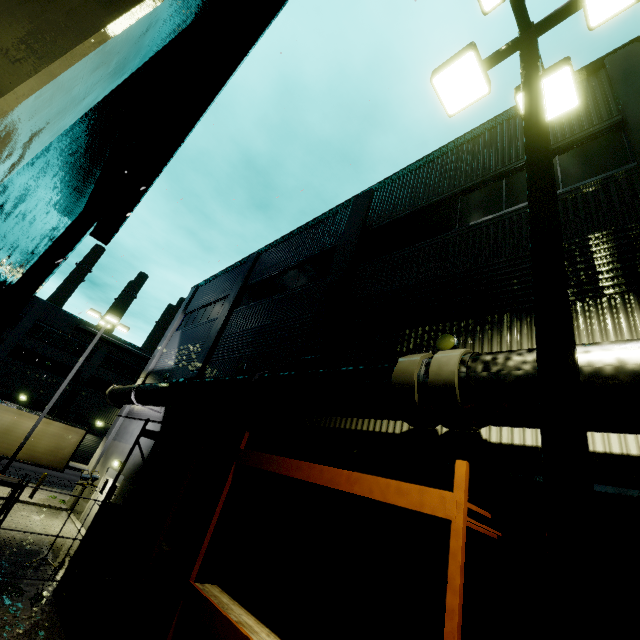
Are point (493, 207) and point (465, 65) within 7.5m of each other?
yes

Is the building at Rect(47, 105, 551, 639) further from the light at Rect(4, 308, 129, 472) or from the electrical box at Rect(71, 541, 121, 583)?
the light at Rect(4, 308, 129, 472)

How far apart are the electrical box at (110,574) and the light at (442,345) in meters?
11.6

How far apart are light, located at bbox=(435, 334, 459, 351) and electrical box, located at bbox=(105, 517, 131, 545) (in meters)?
11.59

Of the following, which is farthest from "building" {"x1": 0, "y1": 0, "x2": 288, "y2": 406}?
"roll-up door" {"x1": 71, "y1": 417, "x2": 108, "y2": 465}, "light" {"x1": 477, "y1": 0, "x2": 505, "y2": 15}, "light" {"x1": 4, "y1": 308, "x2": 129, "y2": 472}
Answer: "light" {"x1": 477, "y1": 0, "x2": 505, "y2": 15}

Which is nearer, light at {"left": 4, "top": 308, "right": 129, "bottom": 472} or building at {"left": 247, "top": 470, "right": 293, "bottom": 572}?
building at {"left": 247, "top": 470, "right": 293, "bottom": 572}

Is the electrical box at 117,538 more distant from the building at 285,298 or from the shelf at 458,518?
the shelf at 458,518

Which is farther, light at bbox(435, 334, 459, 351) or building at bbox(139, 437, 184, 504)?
building at bbox(139, 437, 184, 504)
